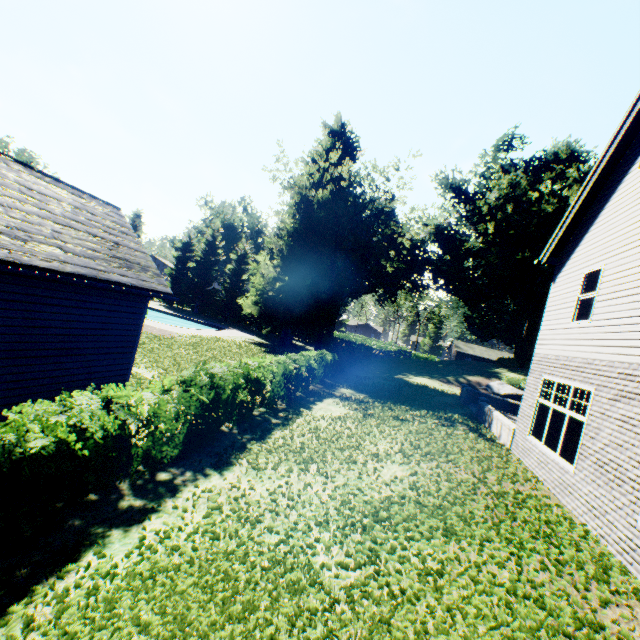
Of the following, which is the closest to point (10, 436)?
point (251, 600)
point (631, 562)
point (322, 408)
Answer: point (251, 600)

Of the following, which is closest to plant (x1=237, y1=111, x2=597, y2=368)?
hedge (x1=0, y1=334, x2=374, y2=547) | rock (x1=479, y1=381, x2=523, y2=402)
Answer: rock (x1=479, y1=381, x2=523, y2=402)

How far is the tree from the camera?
46.3 meters

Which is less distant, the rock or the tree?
the rock

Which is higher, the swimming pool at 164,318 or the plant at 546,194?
the plant at 546,194

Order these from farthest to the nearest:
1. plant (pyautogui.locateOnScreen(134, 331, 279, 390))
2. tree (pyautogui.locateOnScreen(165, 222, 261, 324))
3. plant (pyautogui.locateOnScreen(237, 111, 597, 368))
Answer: tree (pyautogui.locateOnScreen(165, 222, 261, 324)), plant (pyautogui.locateOnScreen(237, 111, 597, 368)), plant (pyautogui.locateOnScreen(134, 331, 279, 390))

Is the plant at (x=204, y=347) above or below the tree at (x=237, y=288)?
below

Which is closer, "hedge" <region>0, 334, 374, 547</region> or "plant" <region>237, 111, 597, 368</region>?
"hedge" <region>0, 334, 374, 547</region>
